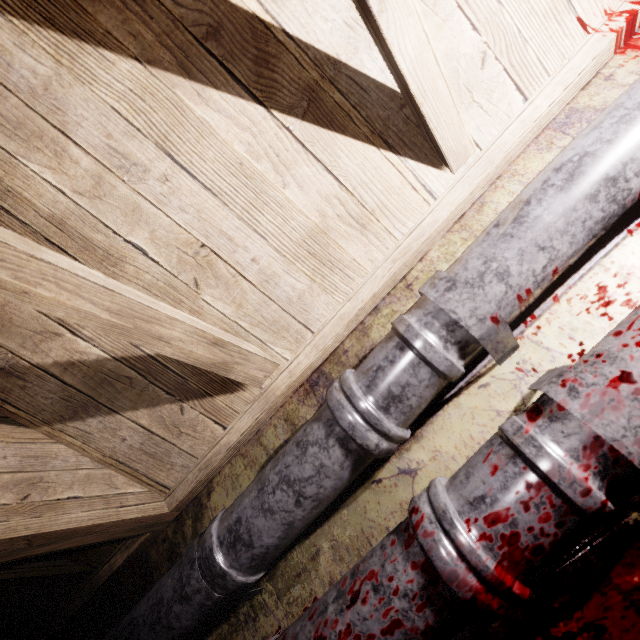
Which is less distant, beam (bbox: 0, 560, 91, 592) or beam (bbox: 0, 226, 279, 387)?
beam (bbox: 0, 226, 279, 387)

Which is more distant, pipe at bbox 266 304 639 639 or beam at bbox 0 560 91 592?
beam at bbox 0 560 91 592

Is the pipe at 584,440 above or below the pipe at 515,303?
below

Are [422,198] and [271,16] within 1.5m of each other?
yes

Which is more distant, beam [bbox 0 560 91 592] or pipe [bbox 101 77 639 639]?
beam [bbox 0 560 91 592]

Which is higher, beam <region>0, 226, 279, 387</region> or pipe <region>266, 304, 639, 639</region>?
beam <region>0, 226, 279, 387</region>

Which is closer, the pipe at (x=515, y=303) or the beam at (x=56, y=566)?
the pipe at (x=515, y=303)
